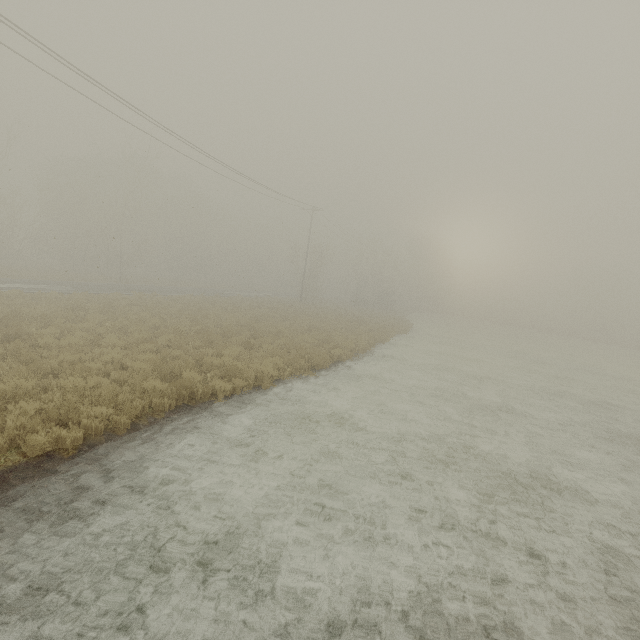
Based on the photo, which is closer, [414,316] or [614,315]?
[414,316]
